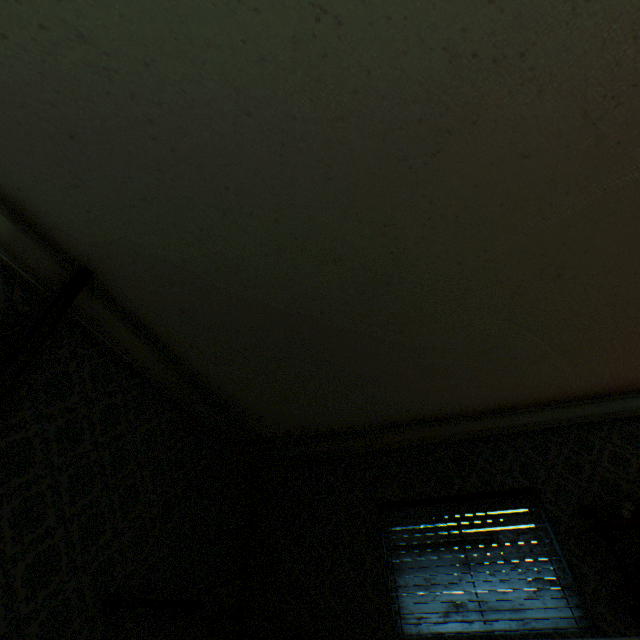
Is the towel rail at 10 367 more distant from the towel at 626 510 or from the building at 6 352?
the towel at 626 510

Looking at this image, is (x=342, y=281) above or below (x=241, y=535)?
above

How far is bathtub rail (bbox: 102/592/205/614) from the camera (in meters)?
2.10

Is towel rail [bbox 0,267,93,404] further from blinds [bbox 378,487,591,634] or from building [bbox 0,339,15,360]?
blinds [bbox 378,487,591,634]

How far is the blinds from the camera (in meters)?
3.00

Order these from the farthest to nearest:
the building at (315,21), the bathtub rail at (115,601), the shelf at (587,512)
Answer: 1. the shelf at (587,512)
2. the bathtub rail at (115,601)
3. the building at (315,21)

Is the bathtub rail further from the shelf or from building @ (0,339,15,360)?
the shelf

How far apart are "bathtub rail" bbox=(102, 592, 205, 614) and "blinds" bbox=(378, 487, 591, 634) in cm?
185
